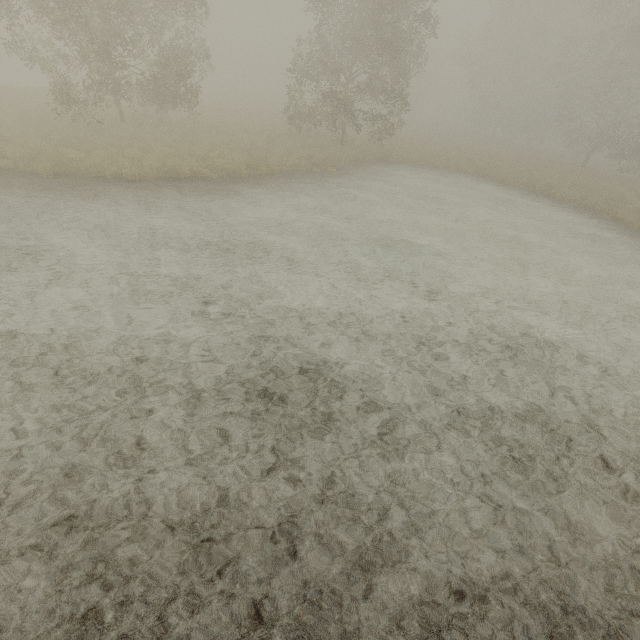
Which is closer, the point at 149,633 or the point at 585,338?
the point at 149,633
